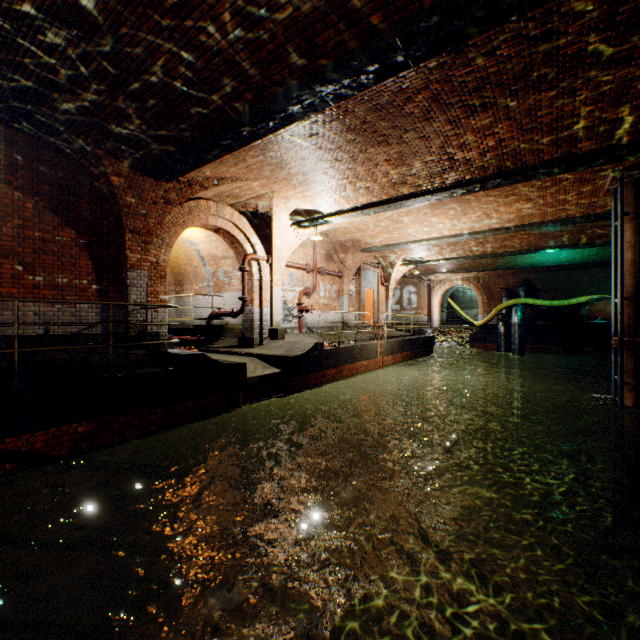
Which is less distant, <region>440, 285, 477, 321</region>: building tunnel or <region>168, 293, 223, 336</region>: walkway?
<region>168, 293, 223, 336</region>: walkway

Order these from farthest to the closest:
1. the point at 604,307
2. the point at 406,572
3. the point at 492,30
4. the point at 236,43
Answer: the point at 604,307 → the point at 406,572 → the point at 236,43 → the point at 492,30

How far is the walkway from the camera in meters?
12.5 m

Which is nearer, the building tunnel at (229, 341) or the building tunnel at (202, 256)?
the building tunnel at (229, 341)

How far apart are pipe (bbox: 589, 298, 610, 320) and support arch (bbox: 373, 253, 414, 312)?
8.63m

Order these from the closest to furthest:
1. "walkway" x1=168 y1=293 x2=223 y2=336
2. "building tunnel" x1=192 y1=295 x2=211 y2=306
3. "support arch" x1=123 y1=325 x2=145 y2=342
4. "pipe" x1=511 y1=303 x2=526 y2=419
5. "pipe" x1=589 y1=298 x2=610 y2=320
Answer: "support arch" x1=123 y1=325 x2=145 y2=342 → "walkway" x1=168 y1=293 x2=223 y2=336 → "pipe" x1=589 y1=298 x2=610 y2=320 → "building tunnel" x1=192 y1=295 x2=211 y2=306 → "pipe" x1=511 y1=303 x2=526 y2=419

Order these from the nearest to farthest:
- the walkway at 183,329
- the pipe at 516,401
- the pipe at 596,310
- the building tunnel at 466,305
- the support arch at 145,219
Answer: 1. the support arch at 145,219
2. the walkway at 183,329
3. the pipe at 596,310
4. the pipe at 516,401
5. the building tunnel at 466,305

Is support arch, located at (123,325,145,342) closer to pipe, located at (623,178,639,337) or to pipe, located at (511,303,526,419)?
pipe, located at (623,178,639,337)
